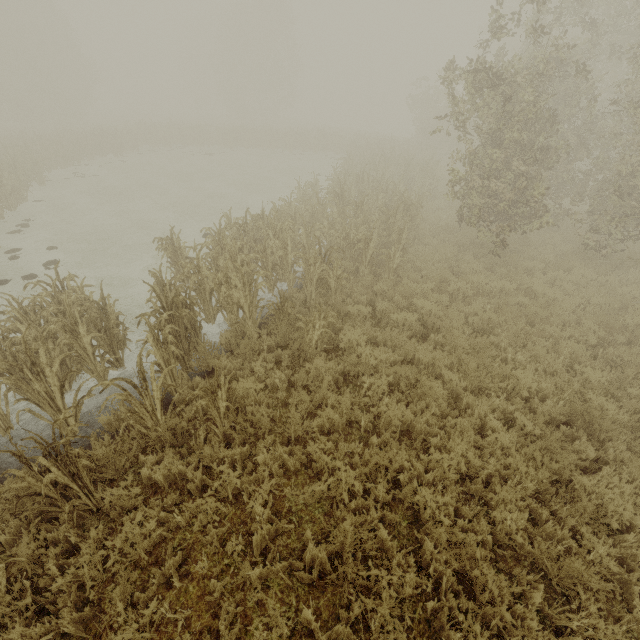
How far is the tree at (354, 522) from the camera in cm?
379

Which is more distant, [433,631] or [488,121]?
[488,121]

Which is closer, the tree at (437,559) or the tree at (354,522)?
the tree at (437,559)

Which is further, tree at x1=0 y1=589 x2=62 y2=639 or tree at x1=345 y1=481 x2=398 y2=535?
tree at x1=345 y1=481 x2=398 y2=535

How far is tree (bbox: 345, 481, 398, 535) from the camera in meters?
3.8
